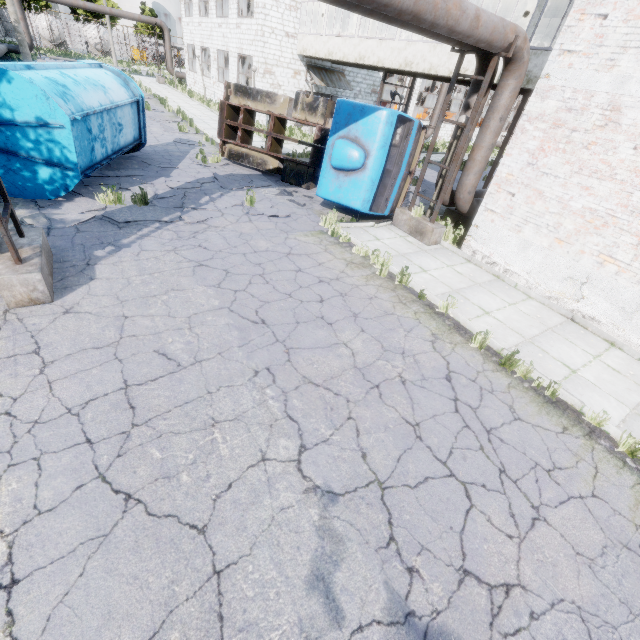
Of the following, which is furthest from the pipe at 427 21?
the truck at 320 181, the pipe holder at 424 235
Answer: the truck at 320 181

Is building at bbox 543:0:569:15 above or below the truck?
above

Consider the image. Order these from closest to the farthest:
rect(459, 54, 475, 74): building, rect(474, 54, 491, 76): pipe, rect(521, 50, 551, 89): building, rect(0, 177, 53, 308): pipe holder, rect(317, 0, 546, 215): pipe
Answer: rect(0, 177, 53, 308): pipe holder → rect(317, 0, 546, 215): pipe → rect(474, 54, 491, 76): pipe → rect(521, 50, 551, 89): building → rect(459, 54, 475, 74): building

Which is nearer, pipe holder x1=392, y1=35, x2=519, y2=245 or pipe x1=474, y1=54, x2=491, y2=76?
pipe holder x1=392, y1=35, x2=519, y2=245

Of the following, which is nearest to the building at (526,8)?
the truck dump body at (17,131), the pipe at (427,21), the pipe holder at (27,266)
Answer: the pipe at (427,21)

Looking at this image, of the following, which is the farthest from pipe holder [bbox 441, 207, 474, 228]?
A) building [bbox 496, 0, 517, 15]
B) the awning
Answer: the awning

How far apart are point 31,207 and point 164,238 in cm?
348

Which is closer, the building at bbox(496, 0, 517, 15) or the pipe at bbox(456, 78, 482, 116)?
the pipe at bbox(456, 78, 482, 116)
